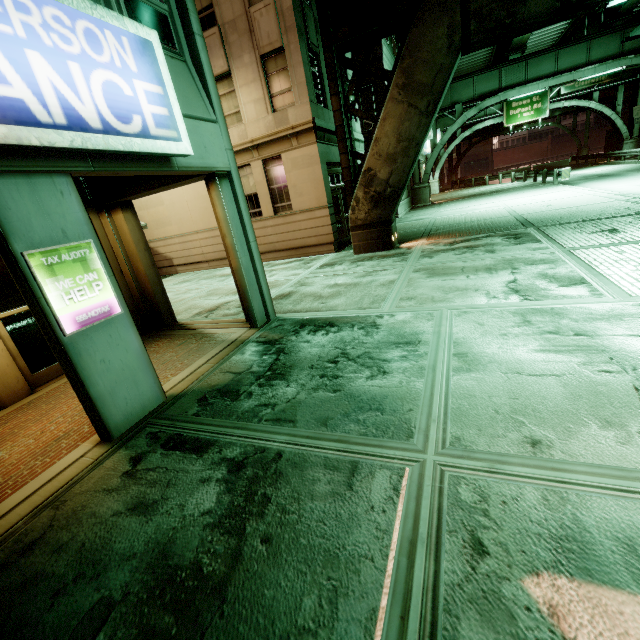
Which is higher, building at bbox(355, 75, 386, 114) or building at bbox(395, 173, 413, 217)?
building at bbox(355, 75, 386, 114)

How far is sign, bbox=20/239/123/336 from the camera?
3.3m

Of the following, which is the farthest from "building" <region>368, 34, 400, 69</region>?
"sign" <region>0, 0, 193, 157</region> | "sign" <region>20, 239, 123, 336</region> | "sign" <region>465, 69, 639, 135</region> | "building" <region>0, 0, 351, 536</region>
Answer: "sign" <region>20, 239, 123, 336</region>

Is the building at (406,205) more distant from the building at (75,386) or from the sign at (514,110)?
the sign at (514,110)

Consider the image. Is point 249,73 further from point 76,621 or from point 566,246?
point 76,621

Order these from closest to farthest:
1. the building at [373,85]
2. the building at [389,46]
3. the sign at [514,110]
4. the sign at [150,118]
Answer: the sign at [150,118] → the building at [389,46] → the building at [373,85] → the sign at [514,110]

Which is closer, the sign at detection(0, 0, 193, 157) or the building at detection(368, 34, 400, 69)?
the sign at detection(0, 0, 193, 157)
